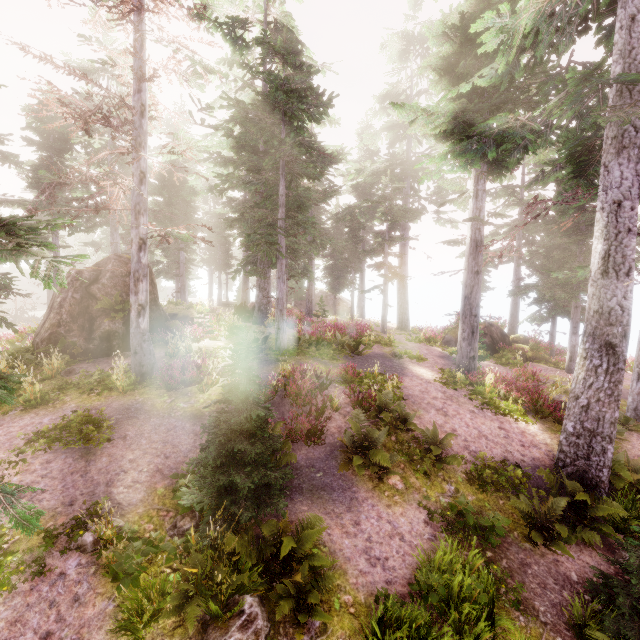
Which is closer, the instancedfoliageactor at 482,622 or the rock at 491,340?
the instancedfoliageactor at 482,622

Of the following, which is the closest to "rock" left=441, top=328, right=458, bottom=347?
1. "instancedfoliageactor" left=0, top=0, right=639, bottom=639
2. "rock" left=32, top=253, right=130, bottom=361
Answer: "instancedfoliageactor" left=0, top=0, right=639, bottom=639

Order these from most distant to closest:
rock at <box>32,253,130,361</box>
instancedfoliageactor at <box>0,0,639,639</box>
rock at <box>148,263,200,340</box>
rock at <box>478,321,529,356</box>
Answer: rock at <box>478,321,529,356</box> < rock at <box>148,263,200,340</box> < rock at <box>32,253,130,361</box> < instancedfoliageactor at <box>0,0,639,639</box>

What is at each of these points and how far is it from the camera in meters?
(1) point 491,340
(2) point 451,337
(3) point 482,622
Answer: (1) rock, 21.7
(2) rock, 22.7
(3) instancedfoliageactor, 5.4

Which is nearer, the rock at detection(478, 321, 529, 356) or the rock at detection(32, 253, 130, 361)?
the rock at detection(32, 253, 130, 361)

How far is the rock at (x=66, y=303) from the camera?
13.34m

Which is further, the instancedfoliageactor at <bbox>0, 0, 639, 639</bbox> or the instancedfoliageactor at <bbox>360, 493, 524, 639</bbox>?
the instancedfoliageactor at <bbox>0, 0, 639, 639</bbox>
